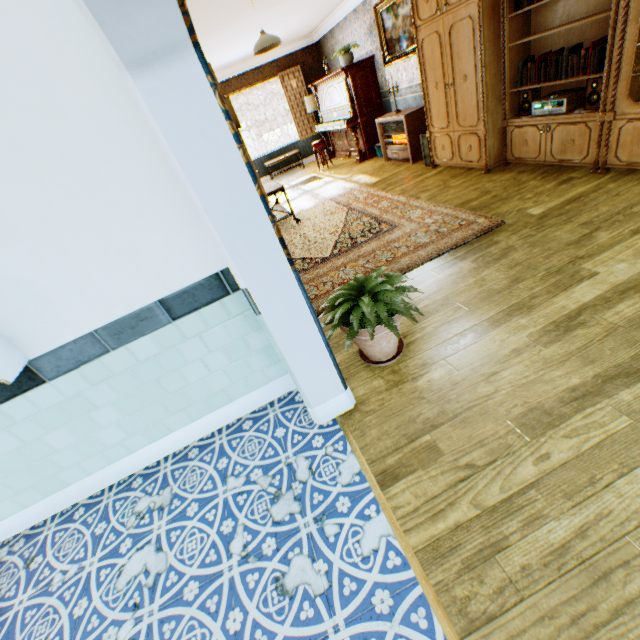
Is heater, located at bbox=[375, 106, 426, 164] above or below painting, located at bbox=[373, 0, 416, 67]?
below

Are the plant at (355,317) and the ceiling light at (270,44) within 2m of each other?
no

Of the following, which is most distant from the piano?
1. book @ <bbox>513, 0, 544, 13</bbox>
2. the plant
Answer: the plant

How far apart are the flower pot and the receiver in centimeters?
340cm

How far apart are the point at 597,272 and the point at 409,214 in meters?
2.5 m

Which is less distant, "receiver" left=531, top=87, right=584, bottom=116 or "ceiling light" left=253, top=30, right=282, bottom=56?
"receiver" left=531, top=87, right=584, bottom=116

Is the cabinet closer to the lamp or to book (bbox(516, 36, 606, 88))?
book (bbox(516, 36, 606, 88))

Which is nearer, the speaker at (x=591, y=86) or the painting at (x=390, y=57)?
the speaker at (x=591, y=86)
